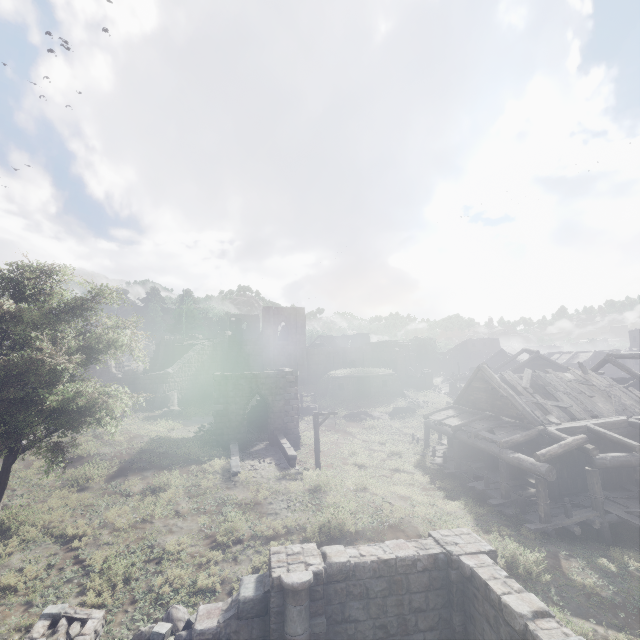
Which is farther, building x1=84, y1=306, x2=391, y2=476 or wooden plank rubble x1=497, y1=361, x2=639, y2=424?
building x1=84, y1=306, x2=391, y2=476

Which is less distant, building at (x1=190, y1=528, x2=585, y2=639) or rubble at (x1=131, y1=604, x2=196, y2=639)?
building at (x1=190, y1=528, x2=585, y2=639)

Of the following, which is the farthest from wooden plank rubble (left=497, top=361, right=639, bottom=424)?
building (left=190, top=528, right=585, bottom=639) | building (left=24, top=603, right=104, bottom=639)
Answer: building (left=24, top=603, right=104, bottom=639)

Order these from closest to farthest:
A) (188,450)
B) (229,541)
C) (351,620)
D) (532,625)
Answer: (532,625), (351,620), (229,541), (188,450)

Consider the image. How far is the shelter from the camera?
37.2m

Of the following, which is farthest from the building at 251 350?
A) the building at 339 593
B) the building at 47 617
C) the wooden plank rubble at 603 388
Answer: the building at 47 617

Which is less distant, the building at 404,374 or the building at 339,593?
the building at 339,593

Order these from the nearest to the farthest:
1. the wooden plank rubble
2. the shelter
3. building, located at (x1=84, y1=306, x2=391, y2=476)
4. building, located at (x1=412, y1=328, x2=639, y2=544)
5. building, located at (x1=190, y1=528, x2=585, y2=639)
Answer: building, located at (x1=190, y1=528, x2=585, y2=639) → building, located at (x1=412, y1=328, x2=639, y2=544) → the wooden plank rubble → building, located at (x1=84, y1=306, x2=391, y2=476) → the shelter
